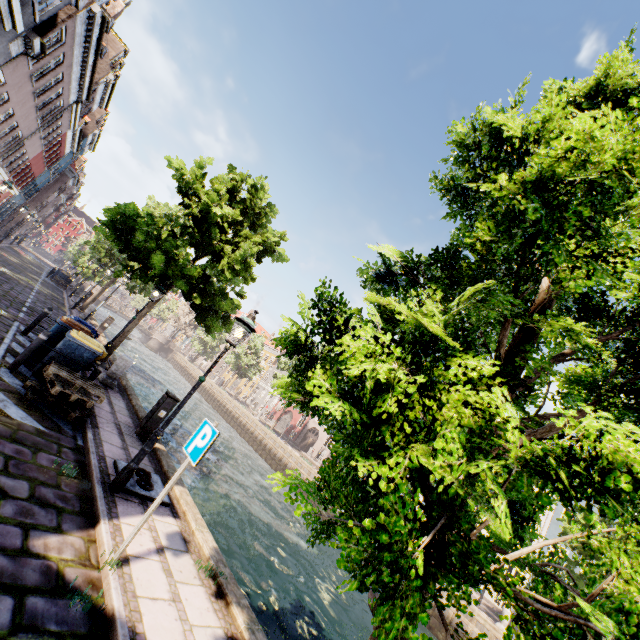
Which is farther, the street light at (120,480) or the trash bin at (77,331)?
the trash bin at (77,331)

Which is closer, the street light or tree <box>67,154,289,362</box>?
the street light

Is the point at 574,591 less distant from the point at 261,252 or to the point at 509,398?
the point at 509,398

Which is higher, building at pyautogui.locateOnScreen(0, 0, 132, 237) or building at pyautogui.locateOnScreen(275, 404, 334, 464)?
building at pyautogui.locateOnScreen(0, 0, 132, 237)

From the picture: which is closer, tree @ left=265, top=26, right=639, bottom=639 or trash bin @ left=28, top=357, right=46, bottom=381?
tree @ left=265, top=26, right=639, bottom=639

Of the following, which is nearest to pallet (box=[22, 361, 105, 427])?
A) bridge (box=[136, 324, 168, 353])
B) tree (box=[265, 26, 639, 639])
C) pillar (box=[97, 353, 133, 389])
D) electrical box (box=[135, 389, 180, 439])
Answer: electrical box (box=[135, 389, 180, 439])

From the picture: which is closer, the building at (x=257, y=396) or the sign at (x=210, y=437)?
the sign at (x=210, y=437)

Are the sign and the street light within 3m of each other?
yes
